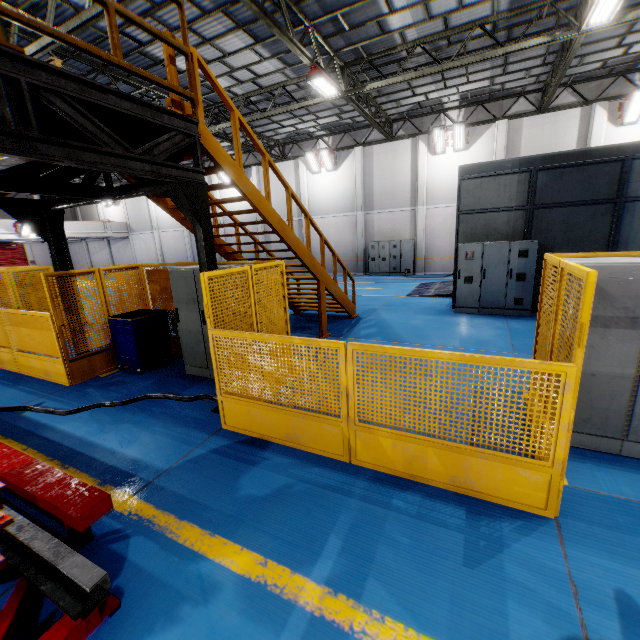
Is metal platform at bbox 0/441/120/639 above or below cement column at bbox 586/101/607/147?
below

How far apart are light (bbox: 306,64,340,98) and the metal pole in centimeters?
861cm

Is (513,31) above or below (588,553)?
above

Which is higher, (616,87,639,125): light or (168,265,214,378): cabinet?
(616,87,639,125): light

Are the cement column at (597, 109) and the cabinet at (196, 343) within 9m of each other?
no

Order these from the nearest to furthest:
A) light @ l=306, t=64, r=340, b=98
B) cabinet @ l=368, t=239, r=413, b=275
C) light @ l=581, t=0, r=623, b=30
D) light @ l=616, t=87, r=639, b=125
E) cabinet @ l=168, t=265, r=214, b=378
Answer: cabinet @ l=168, t=265, r=214, b=378 < light @ l=581, t=0, r=623, b=30 < light @ l=306, t=64, r=340, b=98 < light @ l=616, t=87, r=639, b=125 < cabinet @ l=368, t=239, r=413, b=275

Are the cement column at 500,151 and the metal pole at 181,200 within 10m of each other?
no

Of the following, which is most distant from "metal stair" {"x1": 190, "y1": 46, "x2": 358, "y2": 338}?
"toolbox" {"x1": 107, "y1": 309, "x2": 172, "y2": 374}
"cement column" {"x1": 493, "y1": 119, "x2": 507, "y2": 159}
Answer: "cement column" {"x1": 493, "y1": 119, "x2": 507, "y2": 159}
